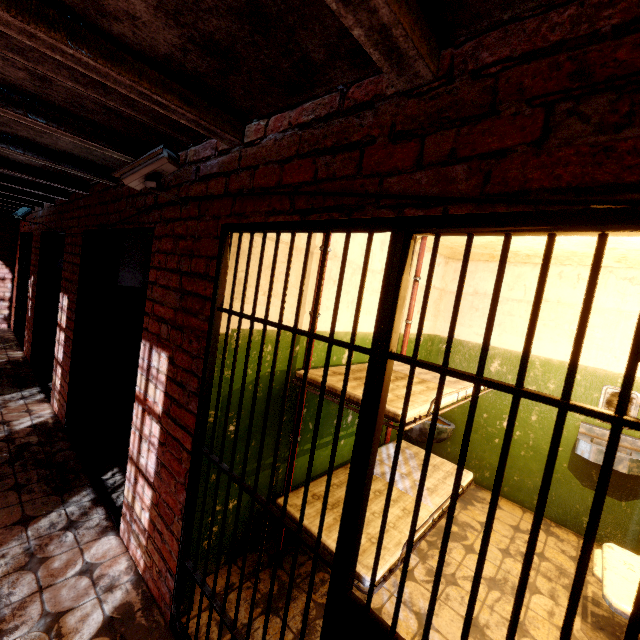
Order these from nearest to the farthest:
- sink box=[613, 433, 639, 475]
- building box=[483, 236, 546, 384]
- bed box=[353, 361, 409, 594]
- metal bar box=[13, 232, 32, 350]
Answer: bed box=[353, 361, 409, 594] < sink box=[613, 433, 639, 475] < building box=[483, 236, 546, 384] < metal bar box=[13, 232, 32, 350]

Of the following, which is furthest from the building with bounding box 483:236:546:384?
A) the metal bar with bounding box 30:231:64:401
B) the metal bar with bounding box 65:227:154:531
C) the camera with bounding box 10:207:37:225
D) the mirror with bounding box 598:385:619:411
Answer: the camera with bounding box 10:207:37:225

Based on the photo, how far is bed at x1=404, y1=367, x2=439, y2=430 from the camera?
1.86m

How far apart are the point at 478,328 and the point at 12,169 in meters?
5.4

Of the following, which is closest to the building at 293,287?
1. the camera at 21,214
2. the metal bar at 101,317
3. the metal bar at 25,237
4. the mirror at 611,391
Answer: the mirror at 611,391

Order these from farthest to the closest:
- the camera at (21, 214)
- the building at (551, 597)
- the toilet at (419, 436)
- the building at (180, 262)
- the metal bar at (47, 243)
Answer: the camera at (21, 214) → the metal bar at (47, 243) → the toilet at (419, 436) → the building at (551, 597) → the building at (180, 262)

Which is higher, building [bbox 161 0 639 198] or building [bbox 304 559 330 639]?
building [bbox 161 0 639 198]

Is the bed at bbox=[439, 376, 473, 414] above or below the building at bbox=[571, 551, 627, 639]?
above
